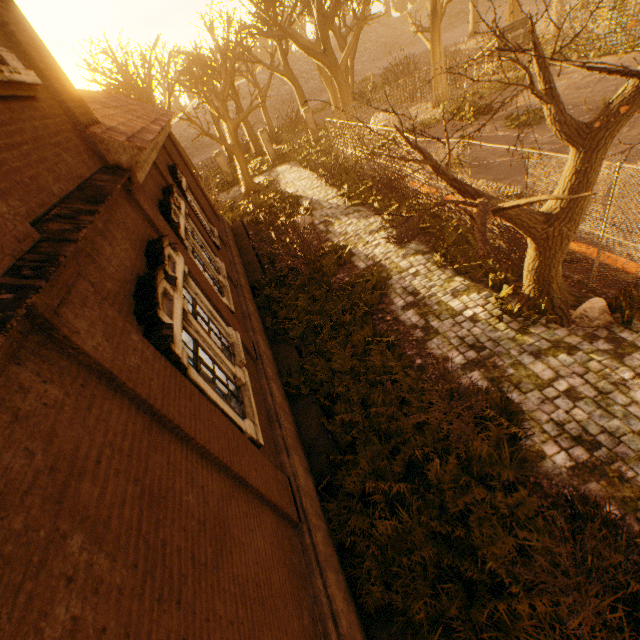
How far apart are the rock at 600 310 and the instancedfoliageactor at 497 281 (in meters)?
1.66

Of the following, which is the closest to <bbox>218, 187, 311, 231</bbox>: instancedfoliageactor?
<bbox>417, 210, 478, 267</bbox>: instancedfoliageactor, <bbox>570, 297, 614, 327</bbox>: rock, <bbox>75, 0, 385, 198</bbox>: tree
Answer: <bbox>75, 0, 385, 198</bbox>: tree

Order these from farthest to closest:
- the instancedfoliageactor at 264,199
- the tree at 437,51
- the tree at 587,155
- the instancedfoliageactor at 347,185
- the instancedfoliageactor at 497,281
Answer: the tree at 437,51
the instancedfoliageactor at 264,199
the instancedfoliageactor at 347,185
the instancedfoliageactor at 497,281
the tree at 587,155

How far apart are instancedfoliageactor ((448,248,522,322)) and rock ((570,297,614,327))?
1.66m

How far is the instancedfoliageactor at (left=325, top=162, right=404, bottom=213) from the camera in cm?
1412

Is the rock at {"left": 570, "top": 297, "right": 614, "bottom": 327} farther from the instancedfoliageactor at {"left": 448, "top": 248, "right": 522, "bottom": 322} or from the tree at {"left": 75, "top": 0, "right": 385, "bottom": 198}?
the instancedfoliageactor at {"left": 448, "top": 248, "right": 522, "bottom": 322}

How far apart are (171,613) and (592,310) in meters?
8.6

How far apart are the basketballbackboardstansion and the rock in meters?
14.0 m
